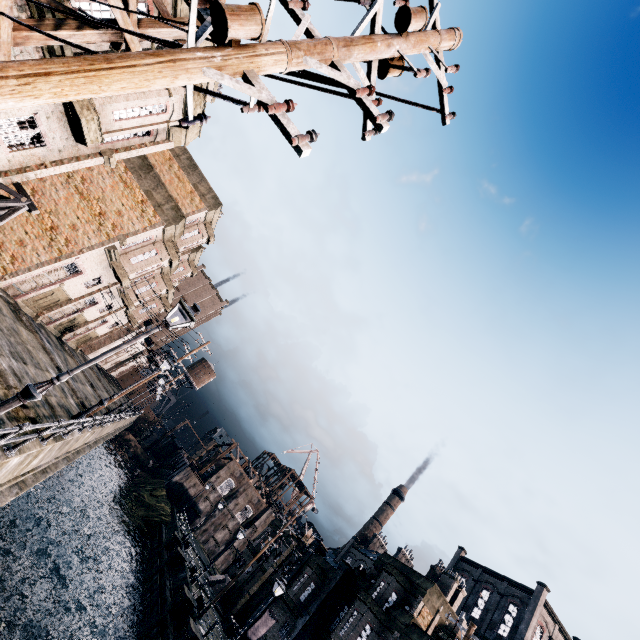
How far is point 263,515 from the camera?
58.78m

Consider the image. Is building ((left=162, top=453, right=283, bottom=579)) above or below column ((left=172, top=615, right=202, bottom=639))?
above

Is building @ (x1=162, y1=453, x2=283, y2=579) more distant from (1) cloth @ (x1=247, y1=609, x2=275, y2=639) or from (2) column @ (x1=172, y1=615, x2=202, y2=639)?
(2) column @ (x1=172, y1=615, x2=202, y2=639)

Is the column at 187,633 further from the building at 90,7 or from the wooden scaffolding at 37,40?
the wooden scaffolding at 37,40

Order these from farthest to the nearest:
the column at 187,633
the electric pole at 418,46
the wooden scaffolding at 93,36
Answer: the column at 187,633
the wooden scaffolding at 93,36
the electric pole at 418,46

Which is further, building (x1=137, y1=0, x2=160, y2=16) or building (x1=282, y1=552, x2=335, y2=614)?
building (x1=282, y1=552, x2=335, y2=614)

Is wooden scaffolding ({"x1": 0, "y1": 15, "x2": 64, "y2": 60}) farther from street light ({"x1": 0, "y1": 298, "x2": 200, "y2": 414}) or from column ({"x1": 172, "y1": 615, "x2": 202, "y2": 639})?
column ({"x1": 172, "y1": 615, "x2": 202, "y2": 639})

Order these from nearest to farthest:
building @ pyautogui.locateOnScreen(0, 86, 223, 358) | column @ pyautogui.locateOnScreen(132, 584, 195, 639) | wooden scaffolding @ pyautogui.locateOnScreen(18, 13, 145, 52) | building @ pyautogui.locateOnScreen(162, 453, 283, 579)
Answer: wooden scaffolding @ pyautogui.locateOnScreen(18, 13, 145, 52), building @ pyautogui.locateOnScreen(0, 86, 223, 358), column @ pyautogui.locateOnScreen(132, 584, 195, 639), building @ pyautogui.locateOnScreen(162, 453, 283, 579)
